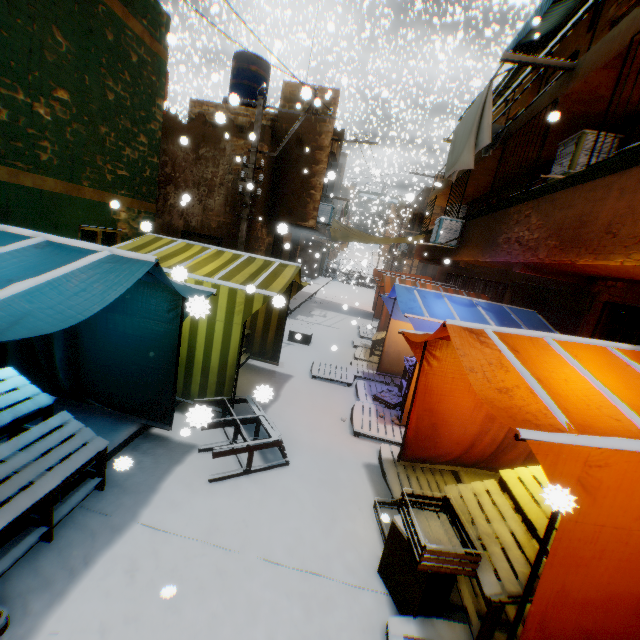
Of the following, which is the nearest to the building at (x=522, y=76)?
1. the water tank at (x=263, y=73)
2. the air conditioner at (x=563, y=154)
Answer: the air conditioner at (x=563, y=154)

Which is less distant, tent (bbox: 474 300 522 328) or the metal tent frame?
the metal tent frame

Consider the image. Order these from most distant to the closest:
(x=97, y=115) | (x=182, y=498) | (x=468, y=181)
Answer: (x=468, y=181), (x=97, y=115), (x=182, y=498)

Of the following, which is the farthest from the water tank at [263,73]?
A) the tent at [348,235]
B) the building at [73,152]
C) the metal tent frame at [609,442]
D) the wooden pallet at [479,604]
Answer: the wooden pallet at [479,604]

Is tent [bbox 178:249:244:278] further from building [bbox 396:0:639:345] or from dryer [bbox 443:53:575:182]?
dryer [bbox 443:53:575:182]

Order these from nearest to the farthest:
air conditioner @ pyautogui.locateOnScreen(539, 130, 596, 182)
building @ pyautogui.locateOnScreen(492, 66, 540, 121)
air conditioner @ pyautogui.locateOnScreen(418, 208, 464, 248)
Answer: air conditioner @ pyautogui.locateOnScreen(539, 130, 596, 182) < building @ pyautogui.locateOnScreen(492, 66, 540, 121) < air conditioner @ pyautogui.locateOnScreen(418, 208, 464, 248)

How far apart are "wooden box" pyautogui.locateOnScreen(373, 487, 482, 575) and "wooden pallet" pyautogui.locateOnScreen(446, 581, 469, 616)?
0.54m

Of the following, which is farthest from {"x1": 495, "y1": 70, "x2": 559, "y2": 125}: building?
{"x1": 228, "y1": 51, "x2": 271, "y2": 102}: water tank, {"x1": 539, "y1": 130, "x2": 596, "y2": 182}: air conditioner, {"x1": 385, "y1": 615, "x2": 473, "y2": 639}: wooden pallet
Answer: {"x1": 385, "y1": 615, "x2": 473, "y2": 639}: wooden pallet
